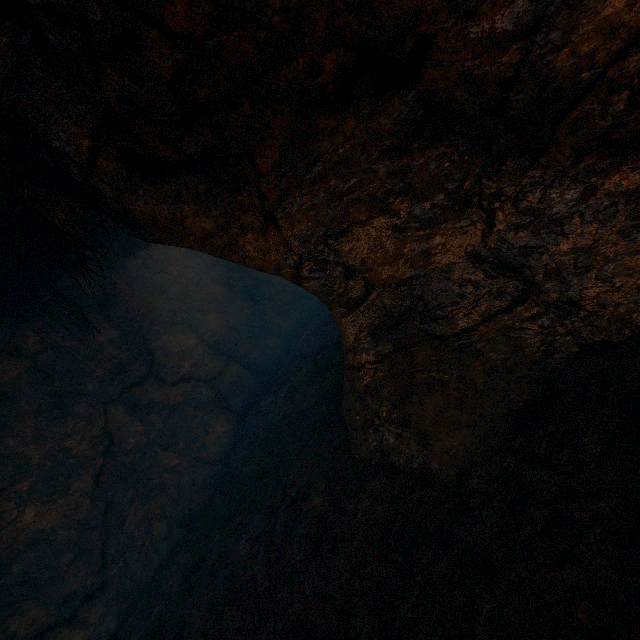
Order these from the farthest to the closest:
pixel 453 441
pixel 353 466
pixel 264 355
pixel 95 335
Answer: pixel 264 355 → pixel 95 335 → pixel 353 466 → pixel 453 441
